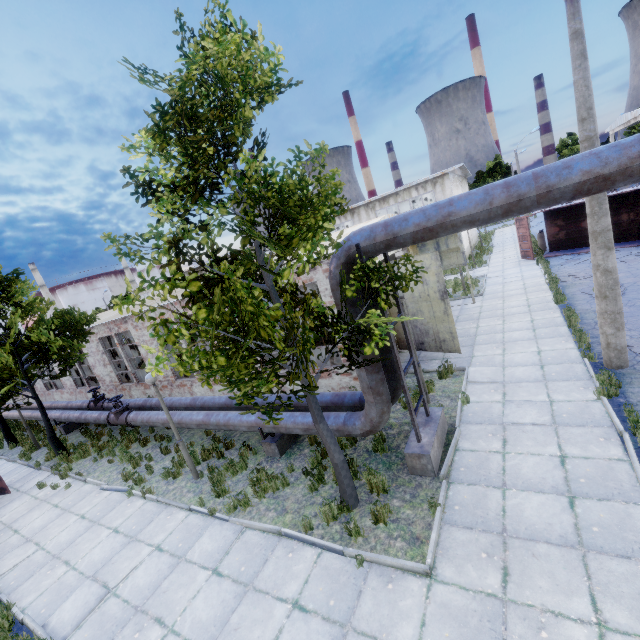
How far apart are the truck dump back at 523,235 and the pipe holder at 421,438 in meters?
19.0

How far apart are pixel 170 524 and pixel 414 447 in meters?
6.3

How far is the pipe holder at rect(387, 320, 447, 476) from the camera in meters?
6.7 m

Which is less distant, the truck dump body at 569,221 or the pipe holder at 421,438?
the pipe holder at 421,438

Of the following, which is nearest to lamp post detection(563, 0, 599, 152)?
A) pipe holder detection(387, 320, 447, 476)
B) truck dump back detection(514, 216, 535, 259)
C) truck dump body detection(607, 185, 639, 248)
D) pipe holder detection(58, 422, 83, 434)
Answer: pipe holder detection(387, 320, 447, 476)

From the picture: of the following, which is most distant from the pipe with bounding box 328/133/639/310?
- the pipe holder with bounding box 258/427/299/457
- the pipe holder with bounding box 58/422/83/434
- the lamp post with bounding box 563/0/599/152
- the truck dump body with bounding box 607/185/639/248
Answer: the truck dump body with bounding box 607/185/639/248

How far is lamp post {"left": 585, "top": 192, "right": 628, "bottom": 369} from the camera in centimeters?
753cm

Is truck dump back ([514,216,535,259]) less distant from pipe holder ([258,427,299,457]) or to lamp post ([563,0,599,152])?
lamp post ([563,0,599,152])
